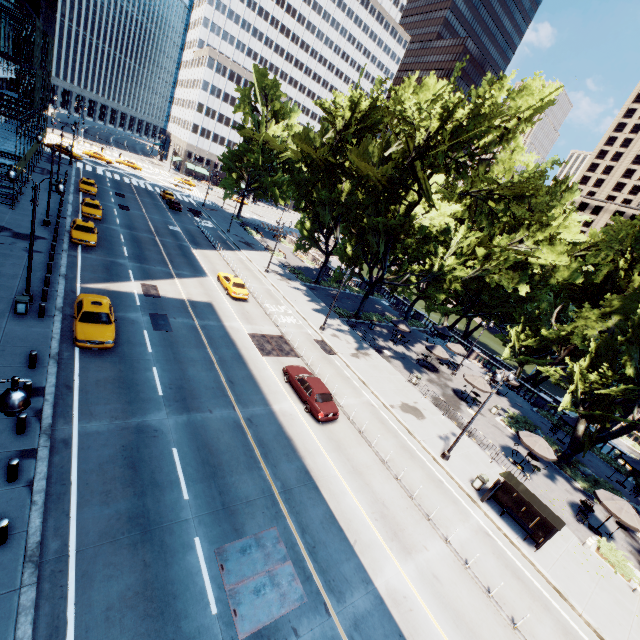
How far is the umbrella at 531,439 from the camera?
23.2m

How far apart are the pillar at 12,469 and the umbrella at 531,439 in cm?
2873

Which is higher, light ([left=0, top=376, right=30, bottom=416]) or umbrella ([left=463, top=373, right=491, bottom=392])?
light ([left=0, top=376, right=30, bottom=416])

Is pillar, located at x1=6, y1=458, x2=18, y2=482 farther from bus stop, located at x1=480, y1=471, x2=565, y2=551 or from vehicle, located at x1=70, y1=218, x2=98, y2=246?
vehicle, located at x1=70, y1=218, x2=98, y2=246

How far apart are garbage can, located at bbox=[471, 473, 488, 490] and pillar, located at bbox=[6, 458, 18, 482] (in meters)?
22.48

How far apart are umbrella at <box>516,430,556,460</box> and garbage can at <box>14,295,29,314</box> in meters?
33.2 m

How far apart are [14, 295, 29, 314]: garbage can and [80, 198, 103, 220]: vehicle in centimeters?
2056cm

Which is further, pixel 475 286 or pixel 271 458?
pixel 475 286
